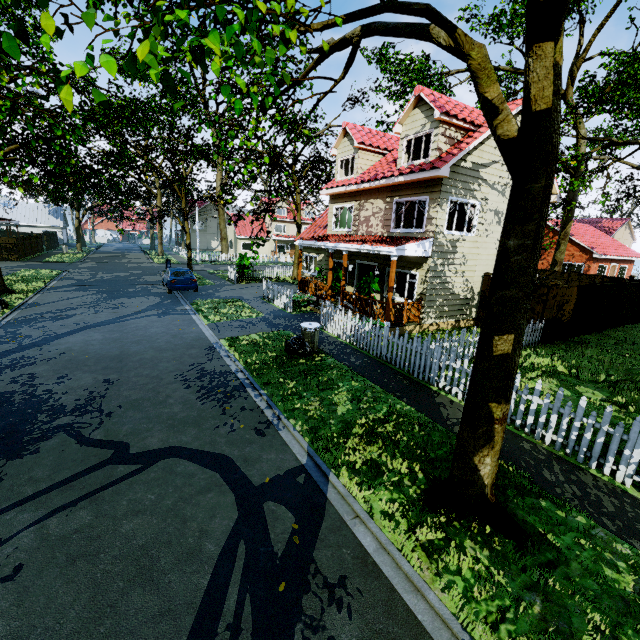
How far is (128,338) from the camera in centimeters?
1127cm

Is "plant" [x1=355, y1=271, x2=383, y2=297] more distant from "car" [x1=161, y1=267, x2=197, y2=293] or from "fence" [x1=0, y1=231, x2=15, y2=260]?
"car" [x1=161, y1=267, x2=197, y2=293]

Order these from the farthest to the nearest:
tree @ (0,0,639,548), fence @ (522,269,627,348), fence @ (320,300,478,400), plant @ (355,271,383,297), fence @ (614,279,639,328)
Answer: fence @ (614,279,639,328) → plant @ (355,271,383,297) → fence @ (522,269,627,348) → fence @ (320,300,478,400) → tree @ (0,0,639,548)

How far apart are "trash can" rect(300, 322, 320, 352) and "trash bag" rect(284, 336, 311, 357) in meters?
0.0

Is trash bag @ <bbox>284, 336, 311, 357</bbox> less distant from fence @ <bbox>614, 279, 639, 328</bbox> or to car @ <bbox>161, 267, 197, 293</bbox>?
fence @ <bbox>614, 279, 639, 328</bbox>

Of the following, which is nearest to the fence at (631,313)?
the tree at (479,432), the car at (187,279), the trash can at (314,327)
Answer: the tree at (479,432)

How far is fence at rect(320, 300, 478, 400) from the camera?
8.1 meters

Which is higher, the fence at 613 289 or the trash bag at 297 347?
the fence at 613 289
